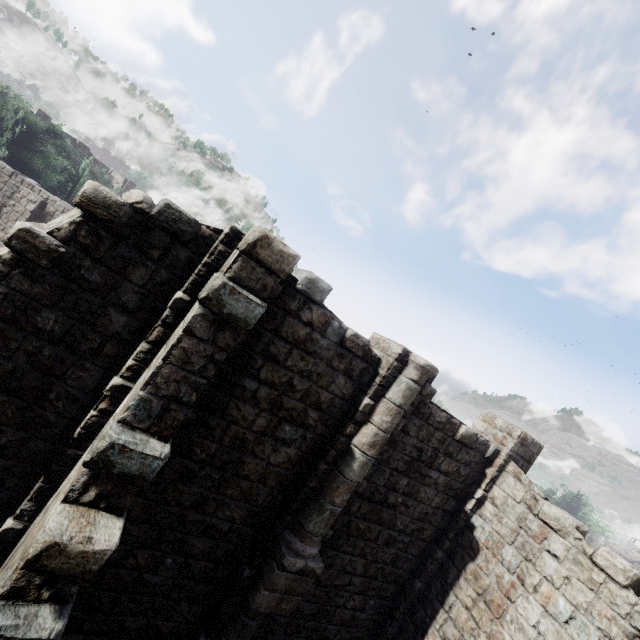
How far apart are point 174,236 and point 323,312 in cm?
297
